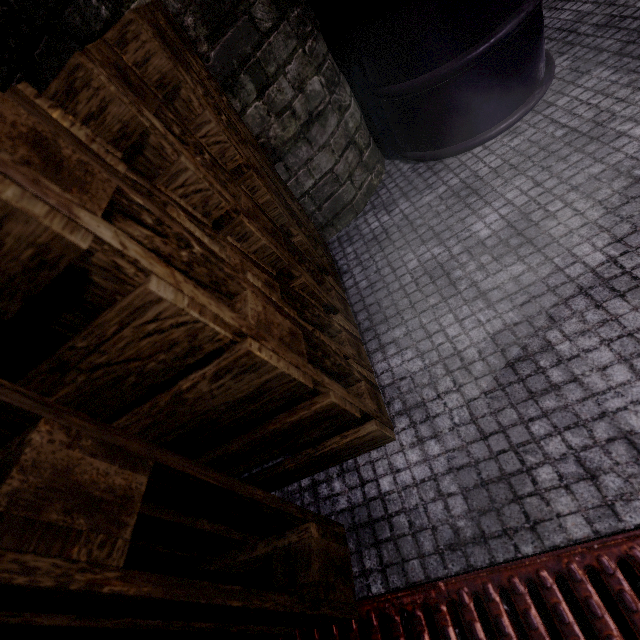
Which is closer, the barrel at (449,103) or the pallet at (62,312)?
the pallet at (62,312)

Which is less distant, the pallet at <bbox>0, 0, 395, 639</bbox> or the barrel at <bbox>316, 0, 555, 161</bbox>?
the pallet at <bbox>0, 0, 395, 639</bbox>

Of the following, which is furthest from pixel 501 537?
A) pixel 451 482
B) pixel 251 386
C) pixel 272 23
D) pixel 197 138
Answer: pixel 272 23
